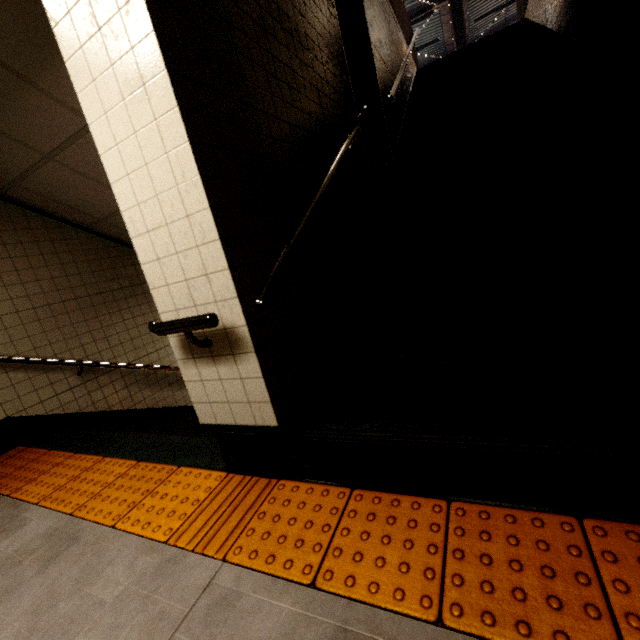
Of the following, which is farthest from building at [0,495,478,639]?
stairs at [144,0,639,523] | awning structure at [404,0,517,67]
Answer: awning structure at [404,0,517,67]

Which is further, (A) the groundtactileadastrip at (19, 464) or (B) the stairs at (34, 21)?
(B) the stairs at (34, 21)

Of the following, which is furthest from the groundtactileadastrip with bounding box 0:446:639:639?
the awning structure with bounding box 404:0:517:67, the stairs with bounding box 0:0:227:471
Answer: the awning structure with bounding box 404:0:517:67

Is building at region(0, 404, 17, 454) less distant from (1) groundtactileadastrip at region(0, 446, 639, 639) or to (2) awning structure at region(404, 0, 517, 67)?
(1) groundtactileadastrip at region(0, 446, 639, 639)

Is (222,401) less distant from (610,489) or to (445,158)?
(610,489)

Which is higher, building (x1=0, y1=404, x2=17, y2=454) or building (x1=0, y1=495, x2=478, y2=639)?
building (x1=0, y1=404, x2=17, y2=454)

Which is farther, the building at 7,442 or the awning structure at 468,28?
the awning structure at 468,28
